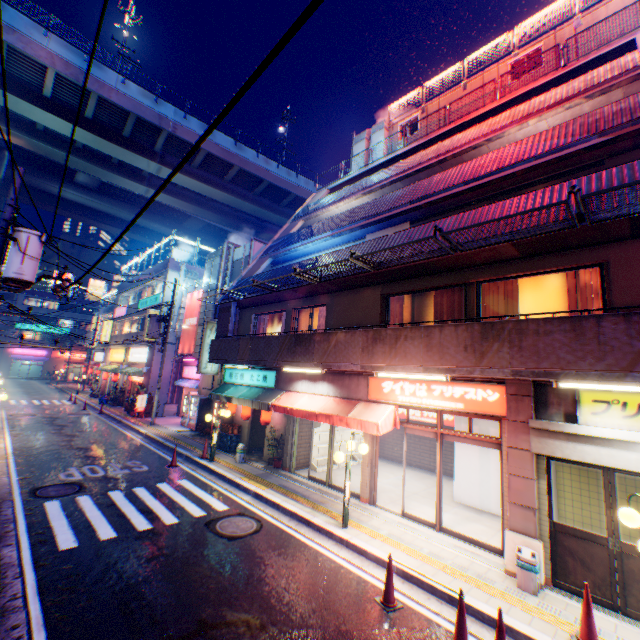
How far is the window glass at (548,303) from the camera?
8.07m

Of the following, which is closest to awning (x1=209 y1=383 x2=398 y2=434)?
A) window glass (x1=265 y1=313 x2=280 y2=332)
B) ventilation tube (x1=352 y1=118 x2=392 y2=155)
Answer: window glass (x1=265 y1=313 x2=280 y2=332)

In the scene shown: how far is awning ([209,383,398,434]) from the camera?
9.54m

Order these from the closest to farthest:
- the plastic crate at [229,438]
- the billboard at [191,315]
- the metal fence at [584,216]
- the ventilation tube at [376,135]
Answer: the metal fence at [584,216]
the plastic crate at [229,438]
the ventilation tube at [376,135]
the billboard at [191,315]

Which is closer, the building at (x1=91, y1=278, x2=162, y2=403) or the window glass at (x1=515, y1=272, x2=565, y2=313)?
the window glass at (x1=515, y1=272, x2=565, y2=313)

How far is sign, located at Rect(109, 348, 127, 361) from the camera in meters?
31.5 m

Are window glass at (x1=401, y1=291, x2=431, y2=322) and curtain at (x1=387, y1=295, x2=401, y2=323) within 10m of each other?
yes

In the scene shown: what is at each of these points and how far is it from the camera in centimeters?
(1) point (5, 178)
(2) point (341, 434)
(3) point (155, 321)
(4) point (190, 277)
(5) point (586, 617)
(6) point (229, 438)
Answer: (1) overpass support, 4084cm
(2) metal shelf, 1473cm
(3) electric pole, 2117cm
(4) ventilation tube, 2728cm
(5) road cone, 498cm
(6) plastic crate, 1566cm
